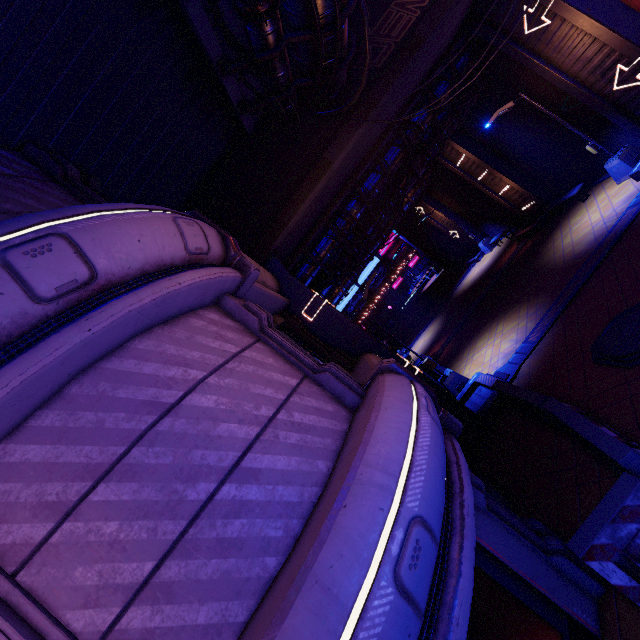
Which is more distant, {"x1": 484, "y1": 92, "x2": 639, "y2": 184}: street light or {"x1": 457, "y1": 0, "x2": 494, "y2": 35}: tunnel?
{"x1": 484, "y1": 92, "x2": 639, "y2": 184}: street light

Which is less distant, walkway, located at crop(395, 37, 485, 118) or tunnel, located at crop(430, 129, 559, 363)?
walkway, located at crop(395, 37, 485, 118)

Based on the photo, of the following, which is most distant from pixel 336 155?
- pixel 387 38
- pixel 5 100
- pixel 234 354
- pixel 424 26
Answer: pixel 234 354

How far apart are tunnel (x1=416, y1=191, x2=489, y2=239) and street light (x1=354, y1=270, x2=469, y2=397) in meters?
17.1

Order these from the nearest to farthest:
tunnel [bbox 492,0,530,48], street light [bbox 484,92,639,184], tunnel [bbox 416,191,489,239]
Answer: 1. tunnel [bbox 492,0,530,48]
2. street light [bbox 484,92,639,184]
3. tunnel [bbox 416,191,489,239]

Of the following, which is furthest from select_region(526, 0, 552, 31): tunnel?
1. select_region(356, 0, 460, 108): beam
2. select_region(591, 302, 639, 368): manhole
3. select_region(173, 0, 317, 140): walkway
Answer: select_region(173, 0, 317, 140): walkway

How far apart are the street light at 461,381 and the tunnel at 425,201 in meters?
17.1 m

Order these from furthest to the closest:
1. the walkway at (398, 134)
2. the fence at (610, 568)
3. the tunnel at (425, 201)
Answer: the tunnel at (425, 201)
the walkway at (398, 134)
the fence at (610, 568)
